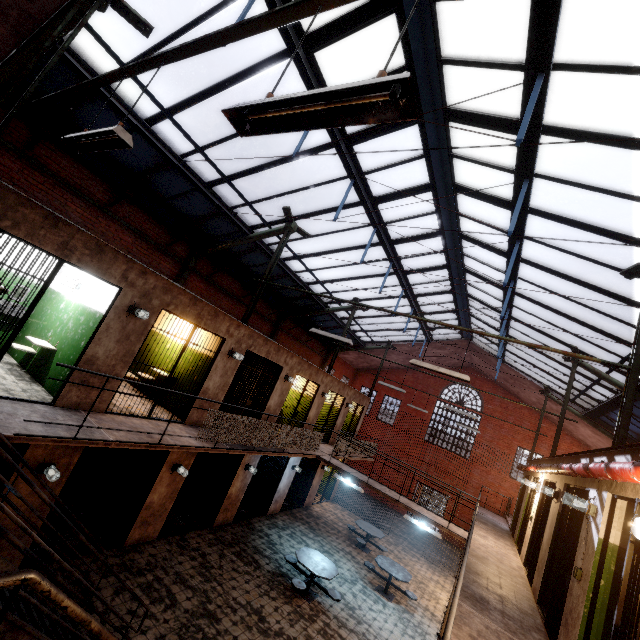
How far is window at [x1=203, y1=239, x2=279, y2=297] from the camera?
11.5m

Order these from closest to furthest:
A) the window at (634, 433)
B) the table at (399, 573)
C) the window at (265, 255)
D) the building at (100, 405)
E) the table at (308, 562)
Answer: the building at (100, 405) → the table at (308, 562) → the table at (399, 573) → the window at (634, 433) → the window at (265, 255)

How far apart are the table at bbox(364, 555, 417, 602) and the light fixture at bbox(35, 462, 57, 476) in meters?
9.7 m

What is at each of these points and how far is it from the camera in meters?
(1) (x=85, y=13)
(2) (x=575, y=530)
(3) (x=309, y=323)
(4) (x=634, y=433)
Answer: (1) support beam, 5.2
(2) metal bar, 5.4
(3) window, 18.2
(4) window, 12.9

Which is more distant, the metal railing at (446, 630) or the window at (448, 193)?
the window at (448, 193)

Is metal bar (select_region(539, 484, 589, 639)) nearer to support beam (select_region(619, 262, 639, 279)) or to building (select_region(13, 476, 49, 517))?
support beam (select_region(619, 262, 639, 279))

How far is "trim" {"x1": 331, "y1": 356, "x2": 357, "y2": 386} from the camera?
23.2 meters
